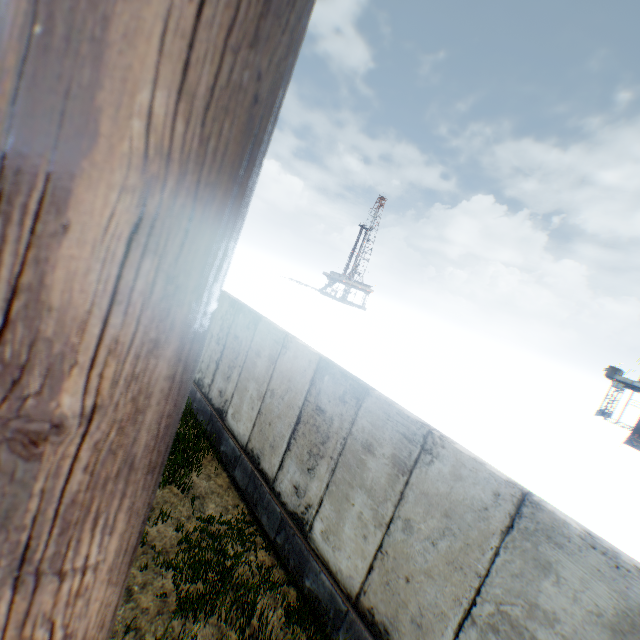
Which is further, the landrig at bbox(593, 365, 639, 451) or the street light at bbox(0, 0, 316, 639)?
the landrig at bbox(593, 365, 639, 451)

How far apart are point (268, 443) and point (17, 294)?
7.21m

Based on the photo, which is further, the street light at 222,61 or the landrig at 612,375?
the landrig at 612,375
